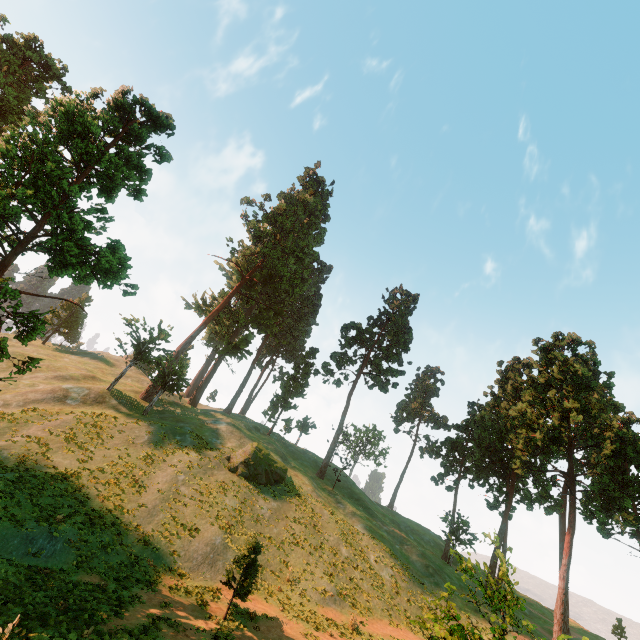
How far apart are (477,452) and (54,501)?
43.2 meters

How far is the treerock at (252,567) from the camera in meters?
16.6 m

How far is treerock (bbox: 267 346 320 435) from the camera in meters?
50.8 m

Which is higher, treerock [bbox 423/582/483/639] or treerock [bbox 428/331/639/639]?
treerock [bbox 428/331/639/639]

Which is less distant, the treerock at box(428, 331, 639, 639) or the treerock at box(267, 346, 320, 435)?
the treerock at box(428, 331, 639, 639)
